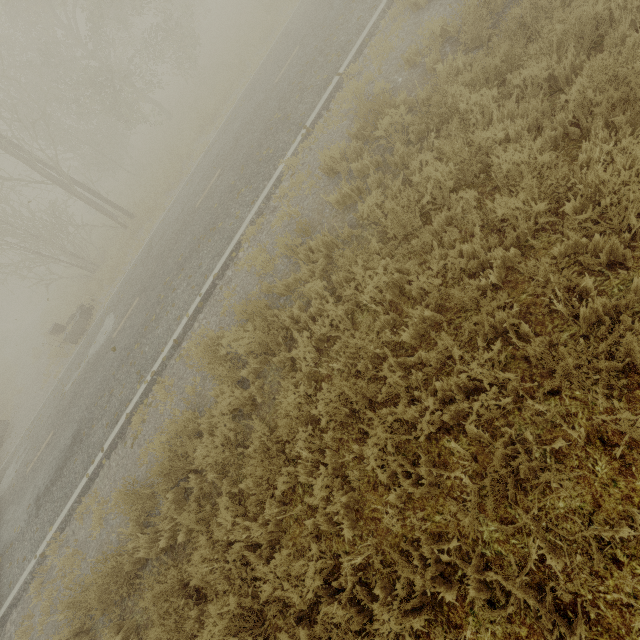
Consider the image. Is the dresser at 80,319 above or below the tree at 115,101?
below

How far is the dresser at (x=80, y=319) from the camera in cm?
1358

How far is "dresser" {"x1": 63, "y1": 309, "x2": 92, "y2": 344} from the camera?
13.6m

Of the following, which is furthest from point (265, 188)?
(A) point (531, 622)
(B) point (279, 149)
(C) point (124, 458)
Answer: (A) point (531, 622)

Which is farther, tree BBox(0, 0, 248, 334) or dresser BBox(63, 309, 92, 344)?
tree BBox(0, 0, 248, 334)

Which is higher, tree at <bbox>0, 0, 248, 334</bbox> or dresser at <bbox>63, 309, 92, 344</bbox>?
tree at <bbox>0, 0, 248, 334</bbox>
